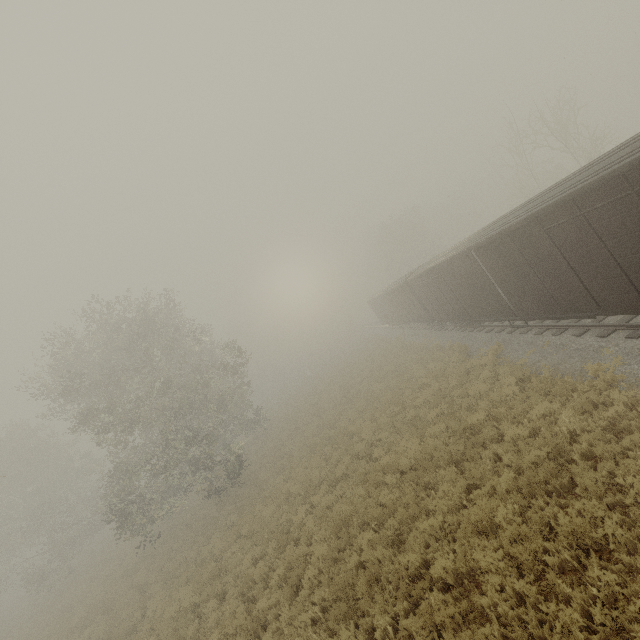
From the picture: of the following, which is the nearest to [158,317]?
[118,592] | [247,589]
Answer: [118,592]

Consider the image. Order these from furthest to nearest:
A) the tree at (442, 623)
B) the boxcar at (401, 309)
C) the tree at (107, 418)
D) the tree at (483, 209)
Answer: the tree at (483, 209), the tree at (107, 418), the boxcar at (401, 309), the tree at (442, 623)

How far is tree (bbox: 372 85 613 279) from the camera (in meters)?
22.67

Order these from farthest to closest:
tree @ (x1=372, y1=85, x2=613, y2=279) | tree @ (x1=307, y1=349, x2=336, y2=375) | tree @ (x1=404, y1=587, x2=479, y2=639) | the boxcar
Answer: tree @ (x1=307, y1=349, x2=336, y2=375) → tree @ (x1=372, y1=85, x2=613, y2=279) → the boxcar → tree @ (x1=404, y1=587, x2=479, y2=639)

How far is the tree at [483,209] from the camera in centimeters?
2267cm

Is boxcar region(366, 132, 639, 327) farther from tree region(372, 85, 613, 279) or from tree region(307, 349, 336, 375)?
tree region(307, 349, 336, 375)

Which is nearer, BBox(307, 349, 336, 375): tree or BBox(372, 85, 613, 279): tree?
BBox(372, 85, 613, 279): tree

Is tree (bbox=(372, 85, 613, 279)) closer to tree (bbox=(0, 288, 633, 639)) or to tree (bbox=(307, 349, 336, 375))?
tree (bbox=(0, 288, 633, 639))
